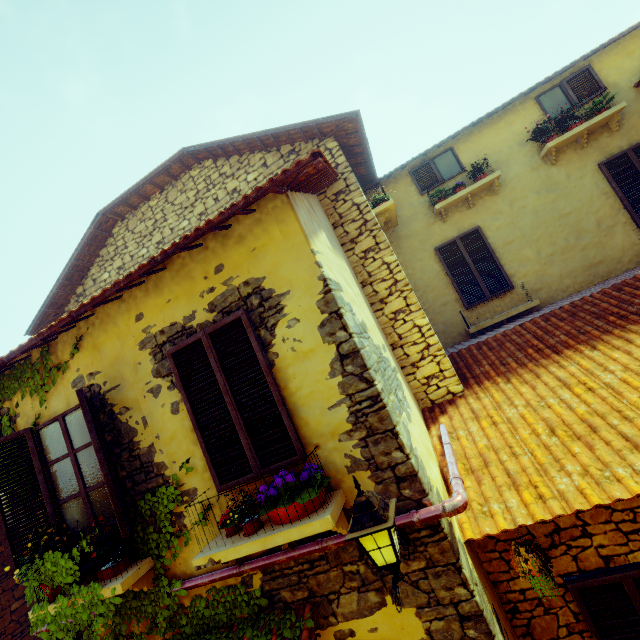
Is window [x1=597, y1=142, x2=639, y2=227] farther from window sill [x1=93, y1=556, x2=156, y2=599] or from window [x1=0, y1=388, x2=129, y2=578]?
window sill [x1=93, y1=556, x2=156, y2=599]

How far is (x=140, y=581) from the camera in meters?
3.6 m

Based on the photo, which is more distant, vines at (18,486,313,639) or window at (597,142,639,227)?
window at (597,142,639,227)

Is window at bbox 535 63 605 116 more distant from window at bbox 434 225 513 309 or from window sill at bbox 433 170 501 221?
window at bbox 434 225 513 309

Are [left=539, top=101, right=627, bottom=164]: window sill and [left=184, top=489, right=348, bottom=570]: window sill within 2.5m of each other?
no

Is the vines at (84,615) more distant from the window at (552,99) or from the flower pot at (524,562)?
the window at (552,99)

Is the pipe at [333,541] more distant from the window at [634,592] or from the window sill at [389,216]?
the window sill at [389,216]

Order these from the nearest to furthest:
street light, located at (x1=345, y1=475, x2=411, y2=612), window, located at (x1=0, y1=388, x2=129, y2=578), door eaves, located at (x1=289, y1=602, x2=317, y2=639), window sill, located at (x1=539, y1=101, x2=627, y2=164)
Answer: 1. street light, located at (x1=345, y1=475, x2=411, y2=612)
2. door eaves, located at (x1=289, y1=602, x2=317, y2=639)
3. window, located at (x1=0, y1=388, x2=129, y2=578)
4. window sill, located at (x1=539, y1=101, x2=627, y2=164)
